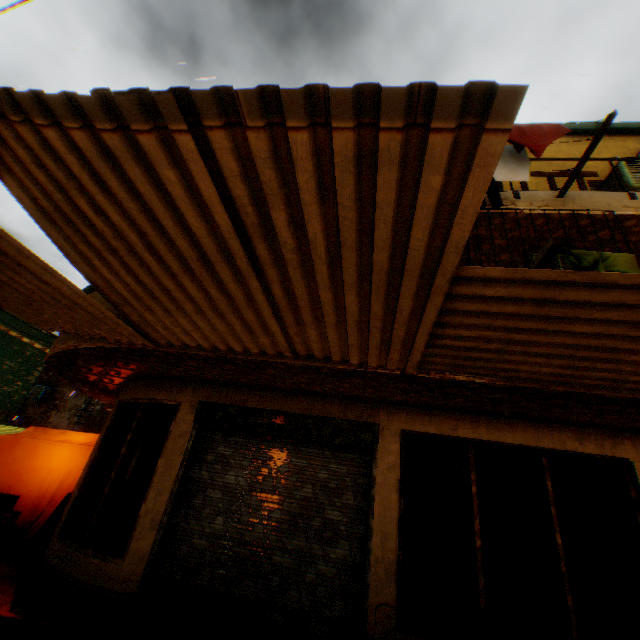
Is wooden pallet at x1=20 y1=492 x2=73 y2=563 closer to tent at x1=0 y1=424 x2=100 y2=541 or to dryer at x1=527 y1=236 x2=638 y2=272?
tent at x1=0 y1=424 x2=100 y2=541

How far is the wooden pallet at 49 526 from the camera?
6.1m

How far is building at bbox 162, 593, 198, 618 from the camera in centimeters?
443cm

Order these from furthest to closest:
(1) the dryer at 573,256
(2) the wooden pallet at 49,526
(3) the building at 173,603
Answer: (2) the wooden pallet at 49,526 → (3) the building at 173,603 → (1) the dryer at 573,256

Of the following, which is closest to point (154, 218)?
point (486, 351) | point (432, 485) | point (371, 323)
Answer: point (371, 323)

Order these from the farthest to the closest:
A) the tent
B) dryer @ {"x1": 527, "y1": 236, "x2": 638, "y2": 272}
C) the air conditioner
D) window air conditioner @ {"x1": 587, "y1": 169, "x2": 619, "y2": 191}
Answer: the air conditioner, the tent, window air conditioner @ {"x1": 587, "y1": 169, "x2": 619, "y2": 191}, dryer @ {"x1": 527, "y1": 236, "x2": 638, "y2": 272}

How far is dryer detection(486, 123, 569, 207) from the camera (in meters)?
4.09

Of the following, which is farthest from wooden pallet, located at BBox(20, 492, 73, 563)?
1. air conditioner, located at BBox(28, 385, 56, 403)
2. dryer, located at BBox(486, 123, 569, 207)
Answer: air conditioner, located at BBox(28, 385, 56, 403)
